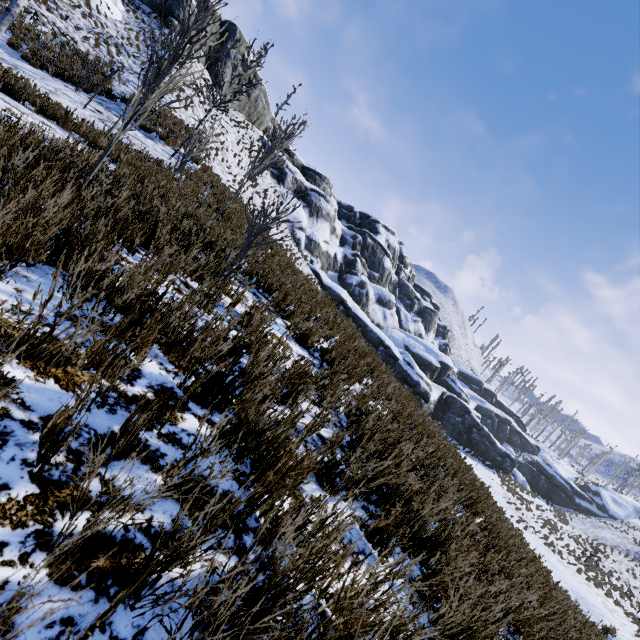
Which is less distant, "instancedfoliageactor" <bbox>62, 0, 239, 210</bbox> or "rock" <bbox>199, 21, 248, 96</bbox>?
"instancedfoliageactor" <bbox>62, 0, 239, 210</bbox>

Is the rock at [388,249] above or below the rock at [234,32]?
below

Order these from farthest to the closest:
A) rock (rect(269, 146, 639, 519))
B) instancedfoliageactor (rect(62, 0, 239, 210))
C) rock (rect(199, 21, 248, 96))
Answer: rock (rect(269, 146, 639, 519))
rock (rect(199, 21, 248, 96))
instancedfoliageactor (rect(62, 0, 239, 210))

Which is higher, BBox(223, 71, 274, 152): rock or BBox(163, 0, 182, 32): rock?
BBox(223, 71, 274, 152): rock

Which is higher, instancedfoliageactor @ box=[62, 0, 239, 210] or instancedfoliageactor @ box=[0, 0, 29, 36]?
instancedfoliageactor @ box=[62, 0, 239, 210]

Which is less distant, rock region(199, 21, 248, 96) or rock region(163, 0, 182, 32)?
rock region(163, 0, 182, 32)

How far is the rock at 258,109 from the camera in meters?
32.6

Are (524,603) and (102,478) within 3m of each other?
no
